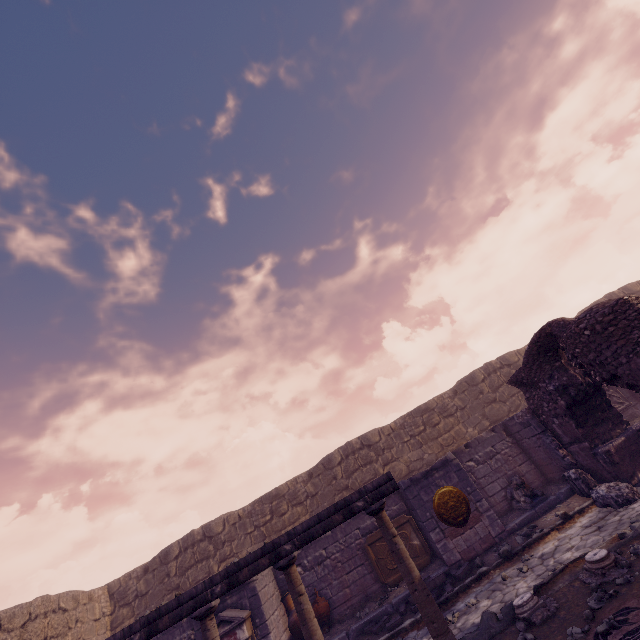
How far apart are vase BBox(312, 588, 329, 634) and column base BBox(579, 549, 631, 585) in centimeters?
739cm

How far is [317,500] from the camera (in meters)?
14.21

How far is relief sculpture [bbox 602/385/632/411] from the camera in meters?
11.5

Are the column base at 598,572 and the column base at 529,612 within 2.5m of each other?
yes

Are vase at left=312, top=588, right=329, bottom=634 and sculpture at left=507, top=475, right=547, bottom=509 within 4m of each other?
no

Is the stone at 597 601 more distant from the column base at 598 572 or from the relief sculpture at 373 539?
the relief sculpture at 373 539

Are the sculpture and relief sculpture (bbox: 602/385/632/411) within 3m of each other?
no

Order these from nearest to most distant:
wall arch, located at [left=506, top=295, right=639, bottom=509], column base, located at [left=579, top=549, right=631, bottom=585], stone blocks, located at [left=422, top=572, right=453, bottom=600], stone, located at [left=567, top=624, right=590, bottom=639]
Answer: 1. stone, located at [left=567, top=624, right=590, bottom=639]
2. column base, located at [left=579, top=549, right=631, bottom=585]
3. wall arch, located at [left=506, top=295, right=639, bottom=509]
4. stone blocks, located at [left=422, top=572, right=453, bottom=600]
